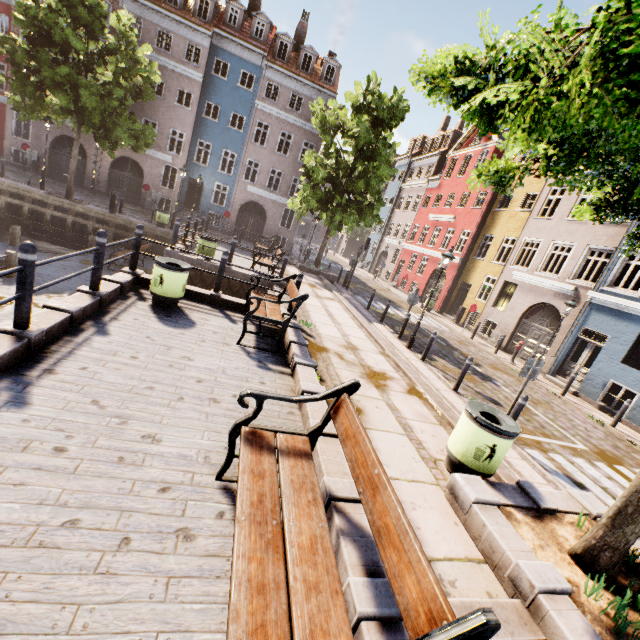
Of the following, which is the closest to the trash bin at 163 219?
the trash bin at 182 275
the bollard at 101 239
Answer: the trash bin at 182 275

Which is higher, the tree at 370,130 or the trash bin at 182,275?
the tree at 370,130

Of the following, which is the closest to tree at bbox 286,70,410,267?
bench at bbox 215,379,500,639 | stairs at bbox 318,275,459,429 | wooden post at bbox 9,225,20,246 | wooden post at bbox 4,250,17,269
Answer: stairs at bbox 318,275,459,429

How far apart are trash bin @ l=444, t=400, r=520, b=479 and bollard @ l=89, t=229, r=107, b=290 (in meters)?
6.53

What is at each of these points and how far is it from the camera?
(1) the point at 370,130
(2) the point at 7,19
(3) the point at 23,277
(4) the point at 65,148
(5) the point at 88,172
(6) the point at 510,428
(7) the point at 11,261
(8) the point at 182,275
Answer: (1) tree, 15.30m
(2) building, 28.94m
(3) bollard, 3.88m
(4) building, 24.22m
(5) building, 24.73m
(6) trash bin, 4.26m
(7) wooden post, 10.16m
(8) trash bin, 6.89m

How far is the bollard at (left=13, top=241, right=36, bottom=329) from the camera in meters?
3.8 m

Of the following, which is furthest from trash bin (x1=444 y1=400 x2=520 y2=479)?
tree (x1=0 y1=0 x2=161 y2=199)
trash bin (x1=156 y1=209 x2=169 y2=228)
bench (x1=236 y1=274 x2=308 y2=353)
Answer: trash bin (x1=156 y1=209 x2=169 y2=228)

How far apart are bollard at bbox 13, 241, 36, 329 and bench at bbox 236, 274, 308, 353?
3.2m
